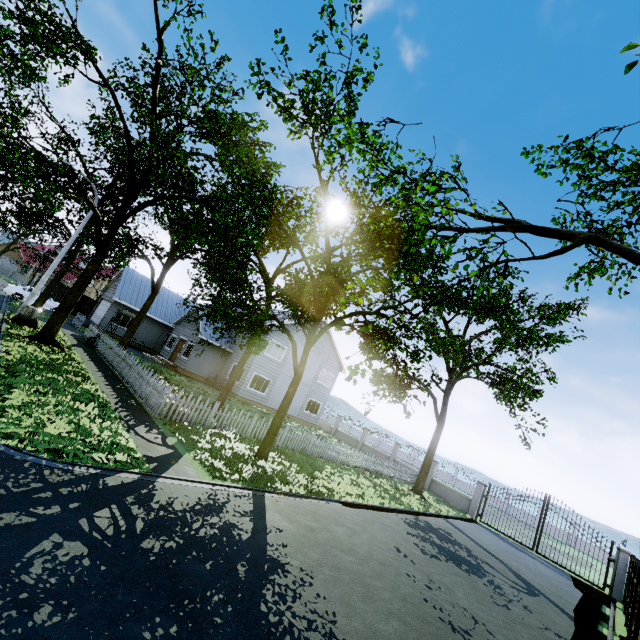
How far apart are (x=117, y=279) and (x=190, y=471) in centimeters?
3077cm

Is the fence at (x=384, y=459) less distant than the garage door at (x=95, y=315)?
Yes

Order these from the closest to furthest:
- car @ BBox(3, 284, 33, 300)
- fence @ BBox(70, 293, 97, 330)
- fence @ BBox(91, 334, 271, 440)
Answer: fence @ BBox(91, 334, 271, 440)
fence @ BBox(70, 293, 97, 330)
car @ BBox(3, 284, 33, 300)

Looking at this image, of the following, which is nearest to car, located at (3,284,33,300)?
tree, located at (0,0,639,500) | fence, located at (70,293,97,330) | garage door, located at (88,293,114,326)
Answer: garage door, located at (88,293,114,326)

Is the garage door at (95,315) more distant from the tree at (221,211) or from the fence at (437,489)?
the fence at (437,489)

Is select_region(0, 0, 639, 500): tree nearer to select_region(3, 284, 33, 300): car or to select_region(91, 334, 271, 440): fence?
select_region(91, 334, 271, 440): fence

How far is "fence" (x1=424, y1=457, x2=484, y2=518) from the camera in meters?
22.0 m

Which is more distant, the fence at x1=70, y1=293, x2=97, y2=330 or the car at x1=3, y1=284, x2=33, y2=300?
the car at x1=3, y1=284, x2=33, y2=300
